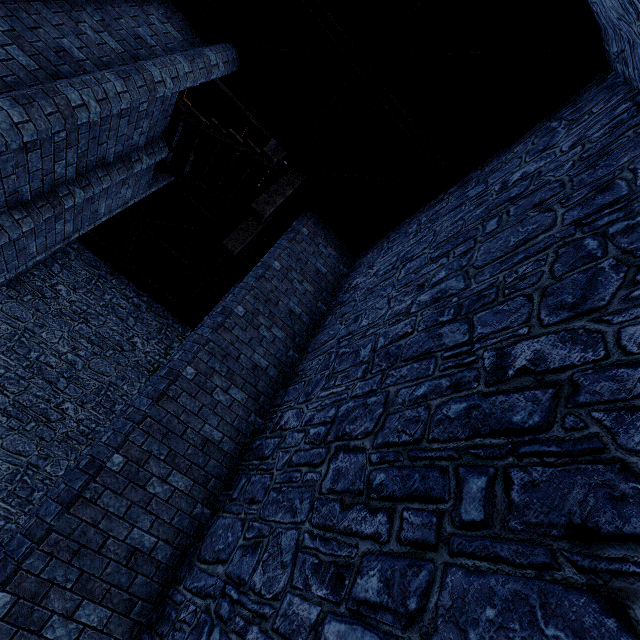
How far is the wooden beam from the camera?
12.7 meters

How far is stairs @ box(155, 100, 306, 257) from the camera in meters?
6.4

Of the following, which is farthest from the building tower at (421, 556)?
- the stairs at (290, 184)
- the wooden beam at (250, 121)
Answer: the stairs at (290, 184)

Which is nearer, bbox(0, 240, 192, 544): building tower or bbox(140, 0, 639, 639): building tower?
bbox(140, 0, 639, 639): building tower

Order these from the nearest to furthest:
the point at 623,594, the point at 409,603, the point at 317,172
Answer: the point at 623,594, the point at 409,603, the point at 317,172

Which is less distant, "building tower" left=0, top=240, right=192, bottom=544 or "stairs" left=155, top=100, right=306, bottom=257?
"stairs" left=155, top=100, right=306, bottom=257

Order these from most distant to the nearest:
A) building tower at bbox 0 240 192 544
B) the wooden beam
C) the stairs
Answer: the wooden beam
building tower at bbox 0 240 192 544
the stairs
